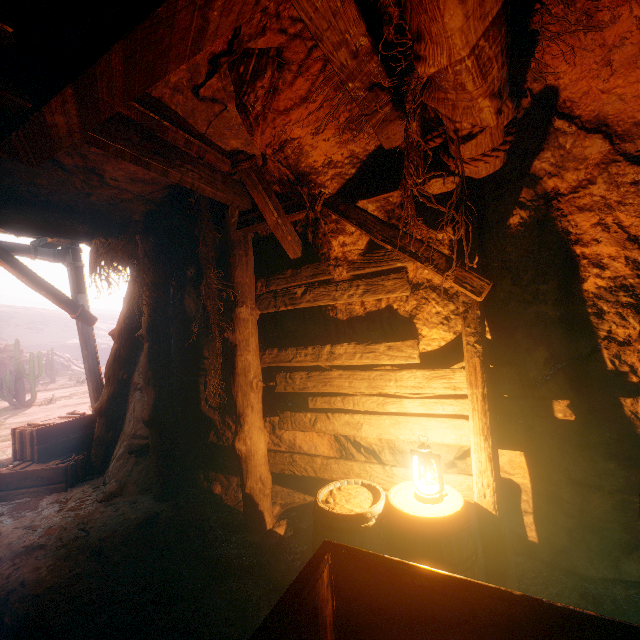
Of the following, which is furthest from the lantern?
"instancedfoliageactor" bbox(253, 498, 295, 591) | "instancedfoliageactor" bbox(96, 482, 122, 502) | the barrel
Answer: "instancedfoliageactor" bbox(96, 482, 122, 502)

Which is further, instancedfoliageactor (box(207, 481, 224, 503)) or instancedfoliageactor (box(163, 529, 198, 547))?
instancedfoliageactor (box(207, 481, 224, 503))

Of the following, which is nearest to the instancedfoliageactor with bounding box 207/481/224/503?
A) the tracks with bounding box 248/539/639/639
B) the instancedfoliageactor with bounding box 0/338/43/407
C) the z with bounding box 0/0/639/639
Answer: the z with bounding box 0/0/639/639

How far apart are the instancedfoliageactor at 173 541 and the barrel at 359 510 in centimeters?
135cm

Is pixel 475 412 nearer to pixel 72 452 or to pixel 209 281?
pixel 209 281

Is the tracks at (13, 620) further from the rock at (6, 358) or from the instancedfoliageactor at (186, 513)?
the rock at (6, 358)

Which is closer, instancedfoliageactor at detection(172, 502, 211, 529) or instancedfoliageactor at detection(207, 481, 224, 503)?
instancedfoliageactor at detection(172, 502, 211, 529)

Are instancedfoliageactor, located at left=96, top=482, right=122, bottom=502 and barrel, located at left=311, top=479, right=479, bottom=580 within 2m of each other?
no
